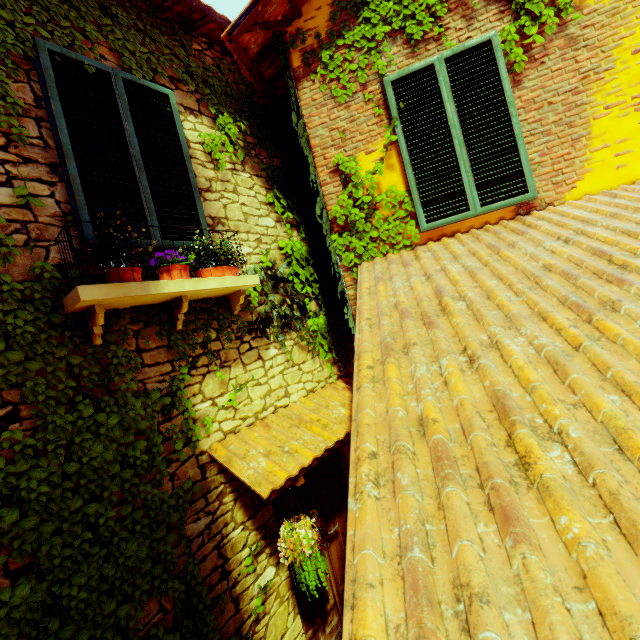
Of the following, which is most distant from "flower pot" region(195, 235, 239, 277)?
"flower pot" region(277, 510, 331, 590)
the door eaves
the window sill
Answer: "flower pot" region(277, 510, 331, 590)

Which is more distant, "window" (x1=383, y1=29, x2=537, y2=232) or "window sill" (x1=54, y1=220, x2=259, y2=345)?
"window" (x1=383, y1=29, x2=537, y2=232)

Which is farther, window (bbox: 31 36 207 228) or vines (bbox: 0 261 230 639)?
window (bbox: 31 36 207 228)

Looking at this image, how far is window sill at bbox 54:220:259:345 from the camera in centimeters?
216cm

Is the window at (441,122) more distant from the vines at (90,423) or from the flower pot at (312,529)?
the flower pot at (312,529)

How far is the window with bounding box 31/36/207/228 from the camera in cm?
250

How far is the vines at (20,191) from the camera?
2.3 meters

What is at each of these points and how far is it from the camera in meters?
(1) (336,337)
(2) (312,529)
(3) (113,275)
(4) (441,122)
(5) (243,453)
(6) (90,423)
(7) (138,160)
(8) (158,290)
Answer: (1) vines, 4.7 m
(2) flower pot, 2.7 m
(3) flower pot, 2.4 m
(4) window, 3.3 m
(5) door eaves, 3.0 m
(6) vines, 2.3 m
(7) window, 2.9 m
(8) window sill, 2.4 m
